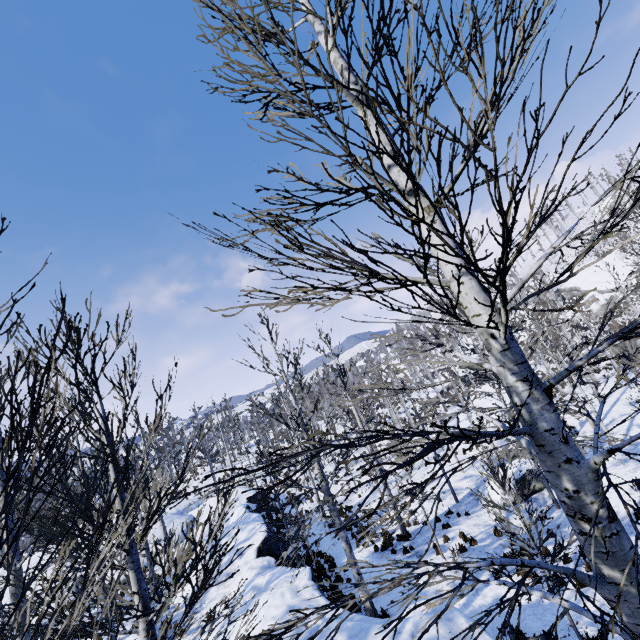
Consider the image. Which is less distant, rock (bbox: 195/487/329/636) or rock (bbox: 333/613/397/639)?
rock (bbox: 333/613/397/639)

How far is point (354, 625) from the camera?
7.63m

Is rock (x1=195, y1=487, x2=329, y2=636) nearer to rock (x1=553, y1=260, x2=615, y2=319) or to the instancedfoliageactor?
the instancedfoliageactor

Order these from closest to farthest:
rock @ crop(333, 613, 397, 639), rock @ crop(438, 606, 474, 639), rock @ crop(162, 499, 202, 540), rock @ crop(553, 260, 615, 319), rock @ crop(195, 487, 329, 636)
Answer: rock @ crop(438, 606, 474, 639), rock @ crop(333, 613, 397, 639), rock @ crop(195, 487, 329, 636), rock @ crop(162, 499, 202, 540), rock @ crop(553, 260, 615, 319)

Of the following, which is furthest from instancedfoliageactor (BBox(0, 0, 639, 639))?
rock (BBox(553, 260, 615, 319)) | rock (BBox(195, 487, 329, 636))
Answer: rock (BBox(553, 260, 615, 319))

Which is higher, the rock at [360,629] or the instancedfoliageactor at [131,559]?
the instancedfoliageactor at [131,559]

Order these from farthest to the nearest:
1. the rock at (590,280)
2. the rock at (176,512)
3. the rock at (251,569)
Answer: the rock at (590,280)
the rock at (176,512)
the rock at (251,569)
